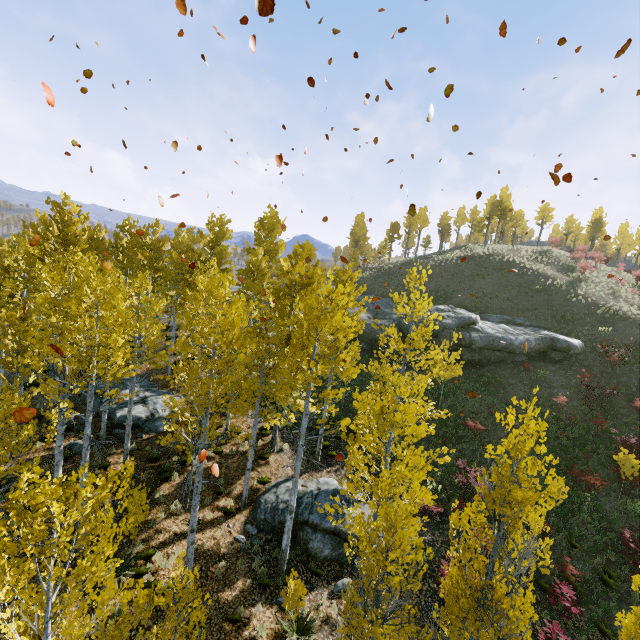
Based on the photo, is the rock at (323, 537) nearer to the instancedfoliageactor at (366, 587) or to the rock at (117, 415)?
the instancedfoliageactor at (366, 587)

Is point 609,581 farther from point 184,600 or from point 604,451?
point 184,600

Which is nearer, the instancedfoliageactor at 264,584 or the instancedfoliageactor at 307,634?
the instancedfoliageactor at 307,634

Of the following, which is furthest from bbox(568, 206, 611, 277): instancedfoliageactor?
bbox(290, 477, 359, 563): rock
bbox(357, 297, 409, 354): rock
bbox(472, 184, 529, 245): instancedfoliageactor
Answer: bbox(472, 184, 529, 245): instancedfoliageactor

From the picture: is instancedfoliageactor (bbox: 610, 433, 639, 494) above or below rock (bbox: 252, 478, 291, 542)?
above

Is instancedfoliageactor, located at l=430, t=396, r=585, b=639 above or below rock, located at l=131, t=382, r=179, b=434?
above

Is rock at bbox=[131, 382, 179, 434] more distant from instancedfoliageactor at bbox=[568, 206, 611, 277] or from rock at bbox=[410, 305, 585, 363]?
rock at bbox=[410, 305, 585, 363]

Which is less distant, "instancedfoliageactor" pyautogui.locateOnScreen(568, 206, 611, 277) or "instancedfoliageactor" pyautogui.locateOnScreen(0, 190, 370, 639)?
"instancedfoliageactor" pyautogui.locateOnScreen(0, 190, 370, 639)
